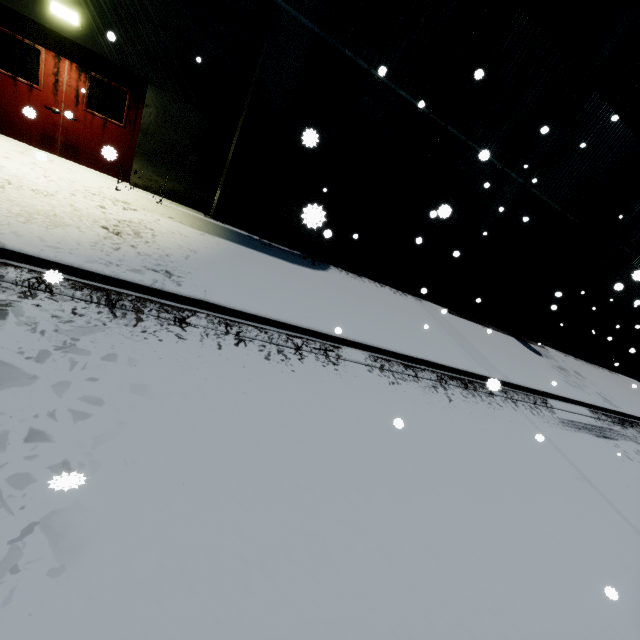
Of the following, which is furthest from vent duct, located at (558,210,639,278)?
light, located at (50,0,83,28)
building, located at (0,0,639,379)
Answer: light, located at (50,0,83,28)

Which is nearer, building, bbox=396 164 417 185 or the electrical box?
the electrical box

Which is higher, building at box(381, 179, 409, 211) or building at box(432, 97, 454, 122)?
building at box(432, 97, 454, 122)

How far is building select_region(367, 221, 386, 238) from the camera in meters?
10.3 m

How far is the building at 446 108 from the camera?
8.79m

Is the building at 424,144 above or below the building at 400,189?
above

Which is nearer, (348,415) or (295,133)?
(348,415)
